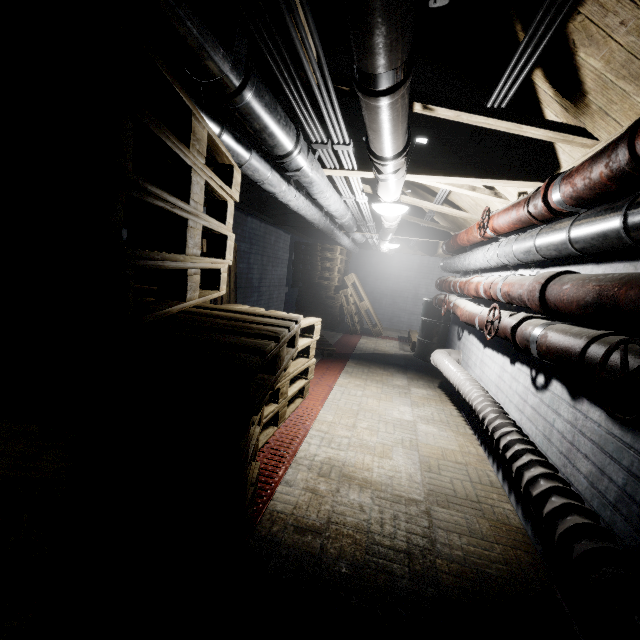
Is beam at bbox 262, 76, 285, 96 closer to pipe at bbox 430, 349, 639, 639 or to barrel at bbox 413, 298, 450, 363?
pipe at bbox 430, 349, 639, 639

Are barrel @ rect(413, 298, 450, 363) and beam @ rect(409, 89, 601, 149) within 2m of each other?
no

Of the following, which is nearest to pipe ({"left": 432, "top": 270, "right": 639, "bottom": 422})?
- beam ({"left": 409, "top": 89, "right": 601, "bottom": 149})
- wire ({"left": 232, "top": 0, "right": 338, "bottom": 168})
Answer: beam ({"left": 409, "top": 89, "right": 601, "bottom": 149})

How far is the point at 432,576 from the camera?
1.4m

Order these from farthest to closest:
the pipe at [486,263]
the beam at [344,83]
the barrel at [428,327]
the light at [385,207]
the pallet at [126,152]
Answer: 1. the barrel at [428,327]
2. the light at [385,207]
3. the beam at [344,83]
4. the pipe at [486,263]
5. the pallet at [126,152]

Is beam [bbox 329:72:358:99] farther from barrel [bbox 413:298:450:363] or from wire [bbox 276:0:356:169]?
barrel [bbox 413:298:450:363]

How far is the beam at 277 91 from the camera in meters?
1.8

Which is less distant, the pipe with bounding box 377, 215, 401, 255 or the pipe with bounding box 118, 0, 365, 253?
the pipe with bounding box 118, 0, 365, 253
